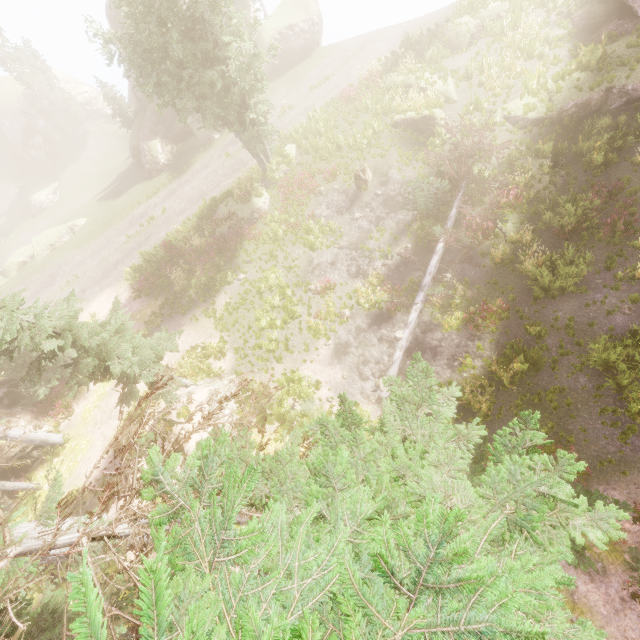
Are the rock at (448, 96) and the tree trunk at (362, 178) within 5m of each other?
no

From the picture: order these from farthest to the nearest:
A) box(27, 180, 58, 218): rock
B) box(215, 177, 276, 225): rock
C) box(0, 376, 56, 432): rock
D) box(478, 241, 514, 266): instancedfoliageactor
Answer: box(27, 180, 58, 218): rock
box(215, 177, 276, 225): rock
box(0, 376, 56, 432): rock
box(478, 241, 514, 266): instancedfoliageactor

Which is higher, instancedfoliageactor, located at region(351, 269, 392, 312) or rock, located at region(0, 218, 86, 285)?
rock, located at region(0, 218, 86, 285)

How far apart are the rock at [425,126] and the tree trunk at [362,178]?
3.5 meters

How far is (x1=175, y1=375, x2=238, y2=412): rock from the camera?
14.2m

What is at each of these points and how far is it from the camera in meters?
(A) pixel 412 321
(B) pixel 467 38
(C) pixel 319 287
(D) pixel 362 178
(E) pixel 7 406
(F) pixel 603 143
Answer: (A) tree, 14.9
(B) rock, 21.2
(C) instancedfoliageactor, 17.4
(D) tree trunk, 19.2
(E) rock, 17.7
(F) instancedfoliageactor, 14.5

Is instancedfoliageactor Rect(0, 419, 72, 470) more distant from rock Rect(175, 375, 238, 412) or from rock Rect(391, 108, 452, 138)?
rock Rect(391, 108, 452, 138)

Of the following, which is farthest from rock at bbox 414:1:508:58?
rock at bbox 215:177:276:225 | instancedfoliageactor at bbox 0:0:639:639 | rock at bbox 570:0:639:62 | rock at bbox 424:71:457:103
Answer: rock at bbox 215:177:276:225
